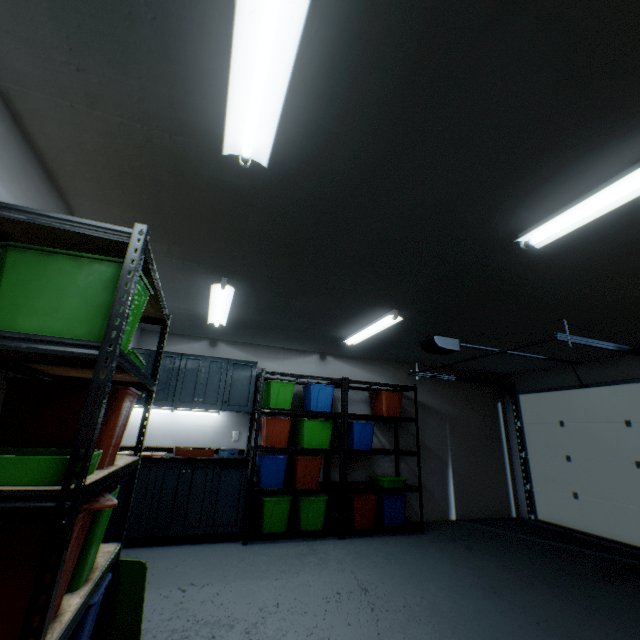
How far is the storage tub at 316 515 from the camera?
3.9m

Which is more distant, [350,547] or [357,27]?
[350,547]

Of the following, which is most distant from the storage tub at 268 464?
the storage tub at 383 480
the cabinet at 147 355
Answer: the storage tub at 383 480

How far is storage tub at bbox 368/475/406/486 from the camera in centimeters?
441cm

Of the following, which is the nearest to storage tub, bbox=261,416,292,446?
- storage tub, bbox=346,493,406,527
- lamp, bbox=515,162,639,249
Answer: storage tub, bbox=346,493,406,527

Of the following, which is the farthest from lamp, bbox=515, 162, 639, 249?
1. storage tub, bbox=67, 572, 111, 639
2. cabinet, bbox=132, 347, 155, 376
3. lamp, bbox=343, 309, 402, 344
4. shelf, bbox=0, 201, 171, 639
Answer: cabinet, bbox=132, 347, 155, 376

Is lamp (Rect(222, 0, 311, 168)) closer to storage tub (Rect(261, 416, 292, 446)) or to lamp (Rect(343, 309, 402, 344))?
lamp (Rect(343, 309, 402, 344))

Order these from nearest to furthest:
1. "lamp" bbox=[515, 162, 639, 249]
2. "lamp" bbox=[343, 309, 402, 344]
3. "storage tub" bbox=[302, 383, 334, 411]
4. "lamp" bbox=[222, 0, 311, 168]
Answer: "lamp" bbox=[222, 0, 311, 168] < "lamp" bbox=[515, 162, 639, 249] < "lamp" bbox=[343, 309, 402, 344] < "storage tub" bbox=[302, 383, 334, 411]
